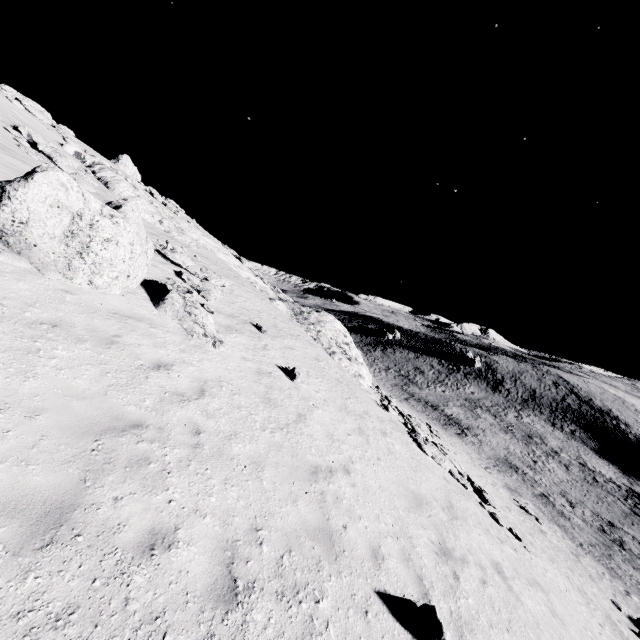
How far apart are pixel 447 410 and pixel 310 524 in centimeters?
5369cm
